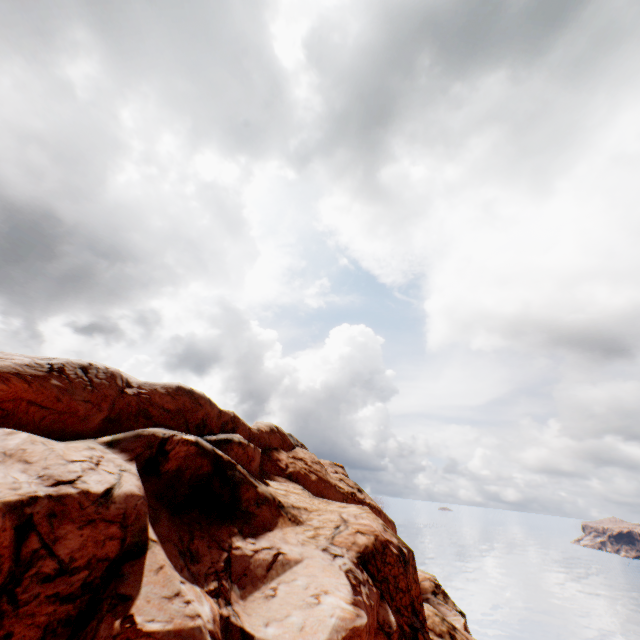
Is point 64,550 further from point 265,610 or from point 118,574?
point 265,610
